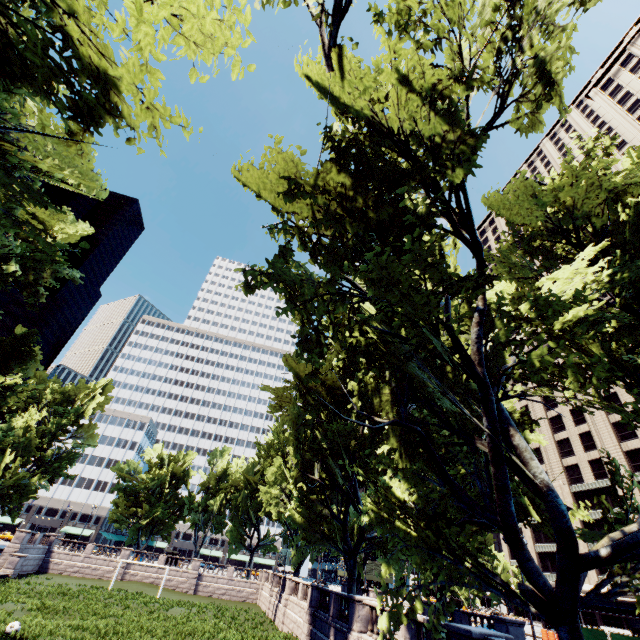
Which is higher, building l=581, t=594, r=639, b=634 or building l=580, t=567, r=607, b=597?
building l=580, t=567, r=607, b=597

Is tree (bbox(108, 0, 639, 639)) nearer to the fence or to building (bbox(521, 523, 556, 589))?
building (bbox(521, 523, 556, 589))

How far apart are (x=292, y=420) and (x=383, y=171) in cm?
1780

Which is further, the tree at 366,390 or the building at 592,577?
the building at 592,577

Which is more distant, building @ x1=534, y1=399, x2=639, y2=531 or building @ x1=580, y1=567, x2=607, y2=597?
building @ x1=534, y1=399, x2=639, y2=531

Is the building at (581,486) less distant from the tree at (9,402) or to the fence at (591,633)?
the fence at (591,633)

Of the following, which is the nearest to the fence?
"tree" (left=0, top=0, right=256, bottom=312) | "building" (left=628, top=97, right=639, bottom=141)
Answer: "building" (left=628, top=97, right=639, bottom=141)
